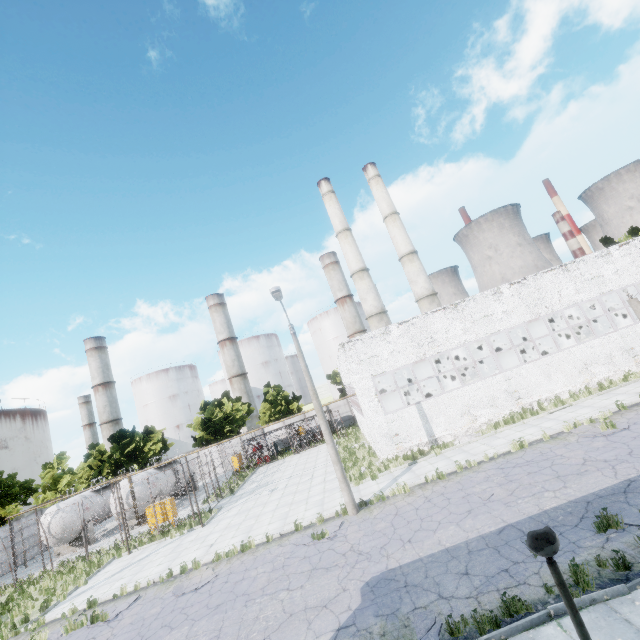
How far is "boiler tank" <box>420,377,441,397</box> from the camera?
26.5 meters

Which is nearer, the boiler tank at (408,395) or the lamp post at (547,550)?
the lamp post at (547,550)

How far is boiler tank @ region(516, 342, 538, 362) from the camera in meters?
26.8 m

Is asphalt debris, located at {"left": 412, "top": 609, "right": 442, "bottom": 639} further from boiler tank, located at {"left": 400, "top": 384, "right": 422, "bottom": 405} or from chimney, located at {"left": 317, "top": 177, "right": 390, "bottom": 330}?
chimney, located at {"left": 317, "top": 177, "right": 390, "bottom": 330}

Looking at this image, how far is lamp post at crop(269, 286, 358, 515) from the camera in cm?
1402

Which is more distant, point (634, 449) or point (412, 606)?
point (634, 449)

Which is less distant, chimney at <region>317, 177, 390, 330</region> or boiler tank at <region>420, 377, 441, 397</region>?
boiler tank at <region>420, 377, 441, 397</region>

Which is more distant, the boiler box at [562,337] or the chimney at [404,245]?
the chimney at [404,245]
